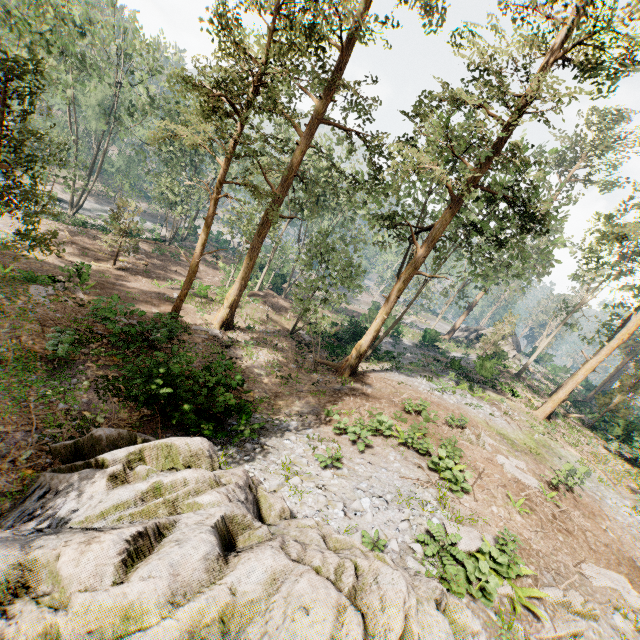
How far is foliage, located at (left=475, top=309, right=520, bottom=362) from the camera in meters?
36.3

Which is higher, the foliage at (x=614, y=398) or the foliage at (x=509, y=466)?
the foliage at (x=614, y=398)

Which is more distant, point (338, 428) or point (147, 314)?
point (147, 314)

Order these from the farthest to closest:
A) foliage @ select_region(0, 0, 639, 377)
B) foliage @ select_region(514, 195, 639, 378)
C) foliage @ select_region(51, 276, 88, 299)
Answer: foliage @ select_region(514, 195, 639, 378)
foliage @ select_region(51, 276, 88, 299)
foliage @ select_region(0, 0, 639, 377)

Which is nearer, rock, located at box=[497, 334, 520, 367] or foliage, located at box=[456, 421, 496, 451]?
foliage, located at box=[456, 421, 496, 451]

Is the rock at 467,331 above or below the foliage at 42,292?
above

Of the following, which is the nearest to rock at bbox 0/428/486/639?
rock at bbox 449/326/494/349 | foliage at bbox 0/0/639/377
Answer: foliage at bbox 0/0/639/377
